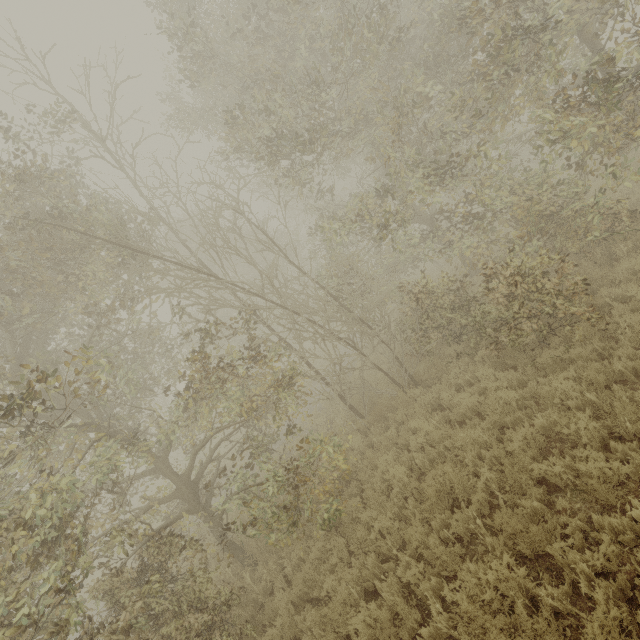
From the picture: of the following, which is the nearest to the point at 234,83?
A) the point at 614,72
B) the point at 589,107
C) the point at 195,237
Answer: the point at 589,107
